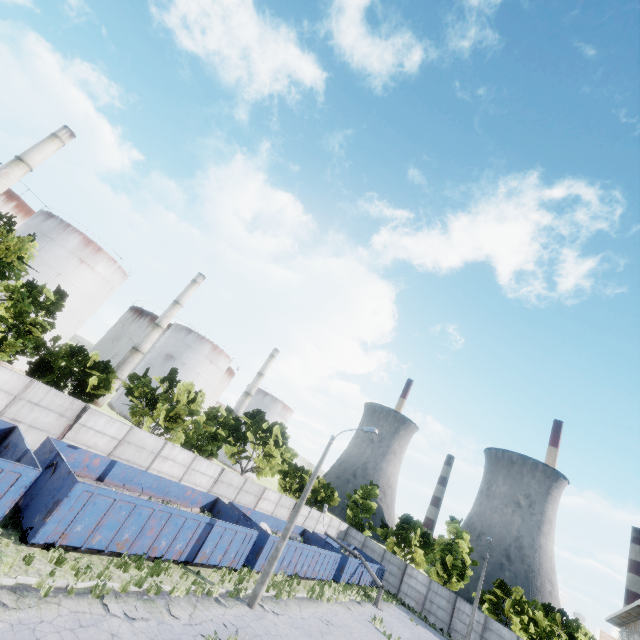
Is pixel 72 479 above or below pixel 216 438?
below

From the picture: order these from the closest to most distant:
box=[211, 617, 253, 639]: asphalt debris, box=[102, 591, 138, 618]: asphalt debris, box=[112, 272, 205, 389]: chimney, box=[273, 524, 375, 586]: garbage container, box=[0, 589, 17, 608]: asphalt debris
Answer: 1. box=[0, 589, 17, 608]: asphalt debris
2. box=[102, 591, 138, 618]: asphalt debris
3. box=[211, 617, 253, 639]: asphalt debris
4. box=[273, 524, 375, 586]: garbage container
5. box=[112, 272, 205, 389]: chimney

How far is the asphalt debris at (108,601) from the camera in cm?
1016

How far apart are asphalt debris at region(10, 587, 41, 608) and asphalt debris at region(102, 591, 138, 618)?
1.9m

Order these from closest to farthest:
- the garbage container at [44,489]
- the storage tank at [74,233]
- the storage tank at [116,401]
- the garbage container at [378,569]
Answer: the garbage container at [44,489], the garbage container at [378,569], the storage tank at [74,233], the storage tank at [116,401]

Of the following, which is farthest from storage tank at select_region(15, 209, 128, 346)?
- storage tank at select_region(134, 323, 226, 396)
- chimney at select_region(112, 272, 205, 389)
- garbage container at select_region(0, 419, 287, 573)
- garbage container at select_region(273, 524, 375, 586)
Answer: garbage container at select_region(273, 524, 375, 586)

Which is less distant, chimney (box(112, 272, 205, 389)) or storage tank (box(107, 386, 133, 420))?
chimney (box(112, 272, 205, 389))

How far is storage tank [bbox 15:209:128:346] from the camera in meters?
38.7 m
